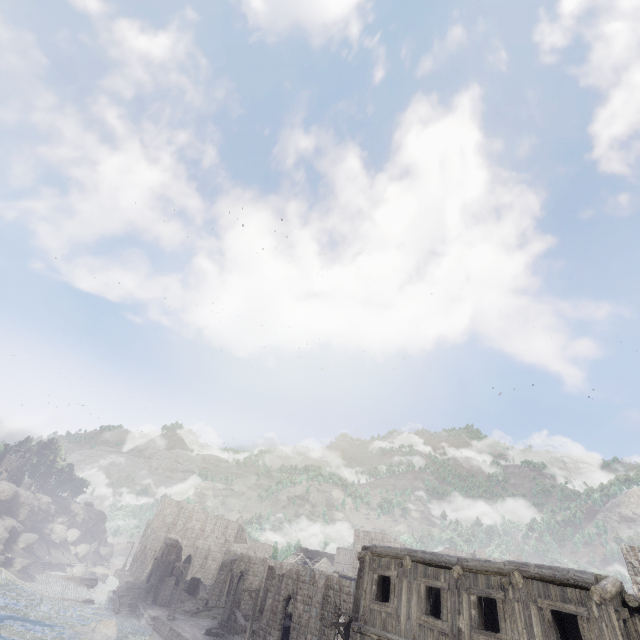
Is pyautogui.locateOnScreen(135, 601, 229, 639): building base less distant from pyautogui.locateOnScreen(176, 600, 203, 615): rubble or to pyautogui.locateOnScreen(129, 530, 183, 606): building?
pyautogui.locateOnScreen(176, 600, 203, 615): rubble

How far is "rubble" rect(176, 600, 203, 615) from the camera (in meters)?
40.72

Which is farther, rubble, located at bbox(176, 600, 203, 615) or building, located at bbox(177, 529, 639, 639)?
rubble, located at bbox(176, 600, 203, 615)

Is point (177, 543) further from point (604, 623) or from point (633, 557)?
point (604, 623)

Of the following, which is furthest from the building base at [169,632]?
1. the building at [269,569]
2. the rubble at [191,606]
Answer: the building at [269,569]

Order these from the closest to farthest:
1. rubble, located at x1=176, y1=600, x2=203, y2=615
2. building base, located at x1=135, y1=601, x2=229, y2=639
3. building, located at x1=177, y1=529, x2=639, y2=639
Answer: building, located at x1=177, y1=529, x2=639, y2=639 < building base, located at x1=135, y1=601, x2=229, y2=639 < rubble, located at x1=176, y1=600, x2=203, y2=615

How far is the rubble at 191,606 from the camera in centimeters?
4072cm

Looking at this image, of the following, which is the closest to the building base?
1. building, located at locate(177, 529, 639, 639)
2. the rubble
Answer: the rubble
